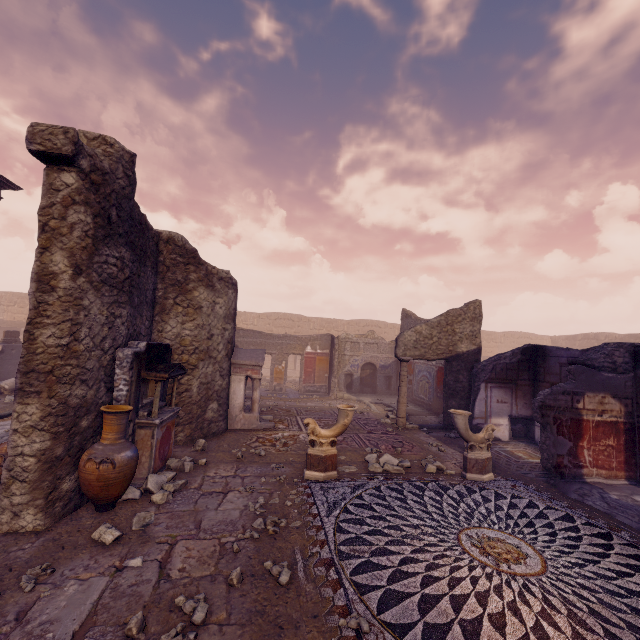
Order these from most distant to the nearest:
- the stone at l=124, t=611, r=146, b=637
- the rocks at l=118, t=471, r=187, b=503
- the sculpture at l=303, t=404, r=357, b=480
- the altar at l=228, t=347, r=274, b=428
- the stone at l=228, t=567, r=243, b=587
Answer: the altar at l=228, t=347, r=274, b=428
the sculpture at l=303, t=404, r=357, b=480
the rocks at l=118, t=471, r=187, b=503
the stone at l=228, t=567, r=243, b=587
the stone at l=124, t=611, r=146, b=637

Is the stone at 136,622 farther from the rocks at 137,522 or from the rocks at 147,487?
the rocks at 147,487

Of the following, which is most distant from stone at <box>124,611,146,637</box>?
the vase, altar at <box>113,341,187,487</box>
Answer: altar at <box>113,341,187,487</box>

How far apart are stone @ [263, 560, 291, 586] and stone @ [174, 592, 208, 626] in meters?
0.7

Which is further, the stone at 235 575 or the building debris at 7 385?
the building debris at 7 385

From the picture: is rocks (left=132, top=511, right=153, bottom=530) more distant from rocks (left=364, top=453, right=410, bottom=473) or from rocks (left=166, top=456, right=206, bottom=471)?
rocks (left=364, top=453, right=410, bottom=473)

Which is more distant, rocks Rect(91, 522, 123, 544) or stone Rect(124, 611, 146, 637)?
rocks Rect(91, 522, 123, 544)

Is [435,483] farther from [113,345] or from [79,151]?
[79,151]
